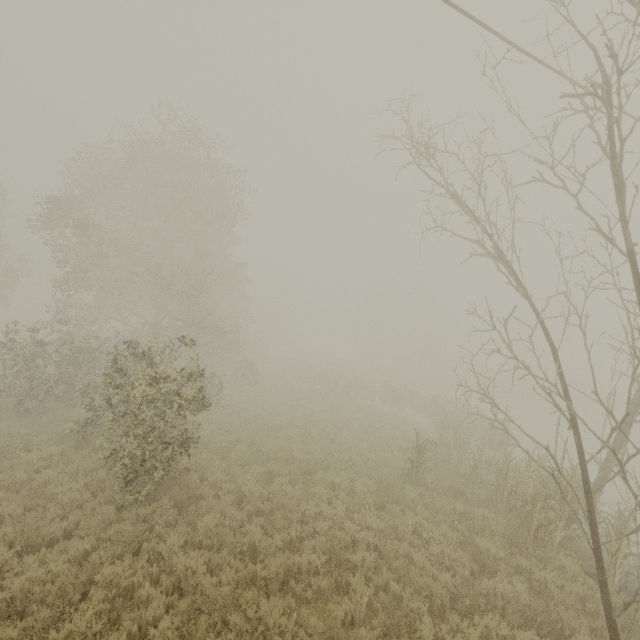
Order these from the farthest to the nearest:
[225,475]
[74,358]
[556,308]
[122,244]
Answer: [556,308], [122,244], [74,358], [225,475]
